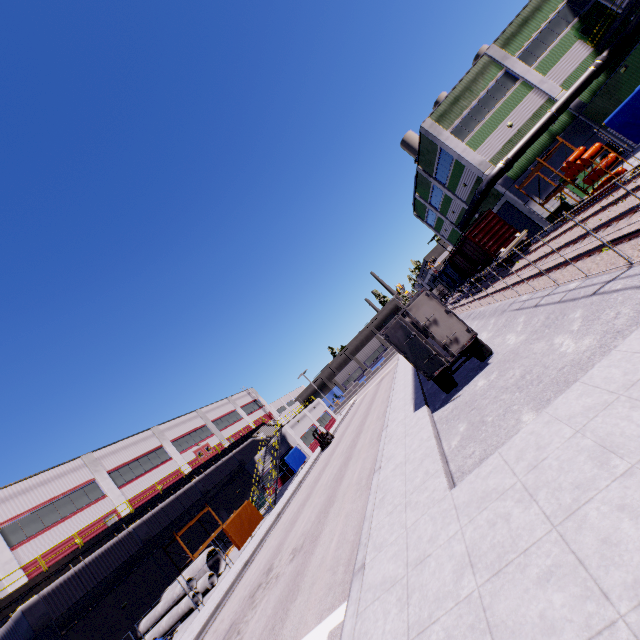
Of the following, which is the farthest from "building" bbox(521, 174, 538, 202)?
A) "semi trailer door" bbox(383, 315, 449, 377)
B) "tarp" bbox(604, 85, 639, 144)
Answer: "semi trailer door" bbox(383, 315, 449, 377)

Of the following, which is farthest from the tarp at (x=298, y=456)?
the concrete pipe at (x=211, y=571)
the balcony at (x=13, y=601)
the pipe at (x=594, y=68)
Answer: the concrete pipe at (x=211, y=571)

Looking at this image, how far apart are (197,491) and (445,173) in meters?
43.3 m

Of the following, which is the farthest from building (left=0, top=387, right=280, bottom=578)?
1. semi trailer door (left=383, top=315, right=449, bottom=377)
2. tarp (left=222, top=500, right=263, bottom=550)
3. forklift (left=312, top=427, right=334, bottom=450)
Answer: semi trailer door (left=383, top=315, right=449, bottom=377)

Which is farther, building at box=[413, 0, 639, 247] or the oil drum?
building at box=[413, 0, 639, 247]

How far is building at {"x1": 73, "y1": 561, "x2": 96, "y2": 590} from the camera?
21.98m

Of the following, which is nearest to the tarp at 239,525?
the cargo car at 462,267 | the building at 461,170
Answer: the building at 461,170

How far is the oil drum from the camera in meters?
19.1 m
